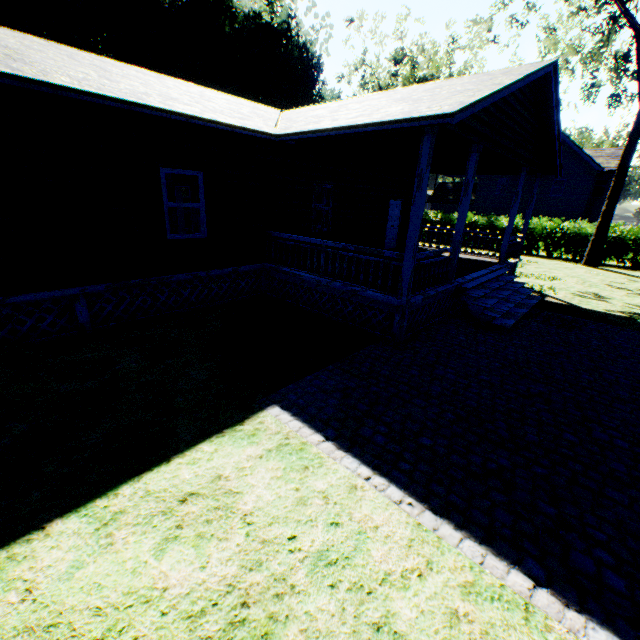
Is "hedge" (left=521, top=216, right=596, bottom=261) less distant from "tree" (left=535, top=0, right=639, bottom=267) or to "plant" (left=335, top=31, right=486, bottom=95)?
"tree" (left=535, top=0, right=639, bottom=267)

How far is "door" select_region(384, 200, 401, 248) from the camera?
14.7 meters

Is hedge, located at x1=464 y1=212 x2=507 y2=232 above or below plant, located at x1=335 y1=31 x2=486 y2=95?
below

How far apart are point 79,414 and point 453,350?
7.1 meters

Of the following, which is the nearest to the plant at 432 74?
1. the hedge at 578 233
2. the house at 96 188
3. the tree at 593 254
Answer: the house at 96 188

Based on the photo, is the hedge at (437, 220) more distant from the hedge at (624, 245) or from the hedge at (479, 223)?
the hedge at (624, 245)

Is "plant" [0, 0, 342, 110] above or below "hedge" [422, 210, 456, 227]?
above

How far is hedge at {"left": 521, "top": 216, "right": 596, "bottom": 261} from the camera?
21.5m
